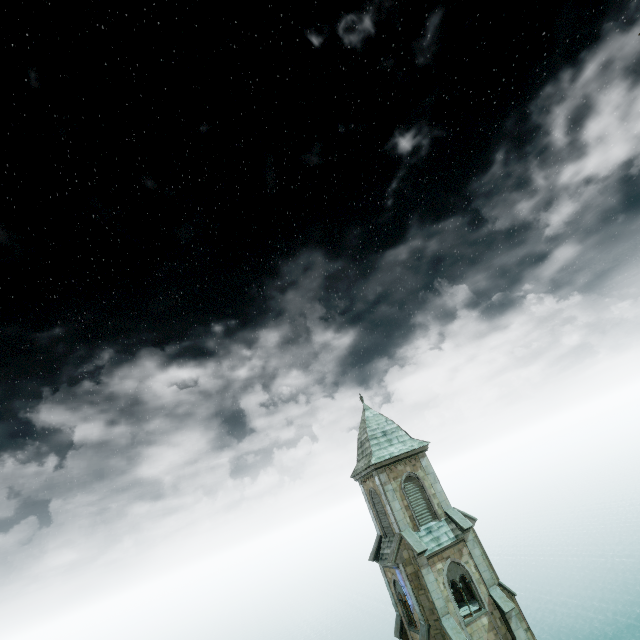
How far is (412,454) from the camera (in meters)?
26.84
